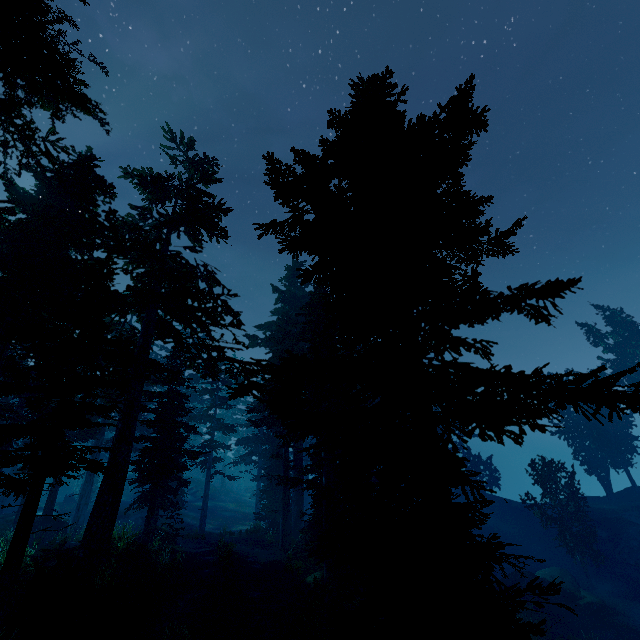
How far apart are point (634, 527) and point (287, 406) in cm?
3998

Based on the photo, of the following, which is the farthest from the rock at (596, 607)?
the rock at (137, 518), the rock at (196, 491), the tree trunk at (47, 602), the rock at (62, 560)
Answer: the rock at (137, 518)

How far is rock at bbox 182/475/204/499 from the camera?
46.9m

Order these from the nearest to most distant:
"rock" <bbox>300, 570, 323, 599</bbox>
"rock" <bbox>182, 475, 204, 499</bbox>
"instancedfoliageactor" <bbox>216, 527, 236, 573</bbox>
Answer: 1. "rock" <bbox>300, 570, 323, 599</bbox>
2. "instancedfoliageactor" <bbox>216, 527, 236, 573</bbox>
3. "rock" <bbox>182, 475, 204, 499</bbox>

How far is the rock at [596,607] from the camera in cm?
2344

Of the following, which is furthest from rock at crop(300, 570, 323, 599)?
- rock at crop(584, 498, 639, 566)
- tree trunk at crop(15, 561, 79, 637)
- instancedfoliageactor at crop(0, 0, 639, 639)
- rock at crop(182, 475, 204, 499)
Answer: rock at crop(182, 475, 204, 499)

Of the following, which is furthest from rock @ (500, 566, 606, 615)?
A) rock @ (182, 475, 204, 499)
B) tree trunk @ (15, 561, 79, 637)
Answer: rock @ (182, 475, 204, 499)

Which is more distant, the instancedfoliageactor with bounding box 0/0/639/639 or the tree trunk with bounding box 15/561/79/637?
the tree trunk with bounding box 15/561/79/637
